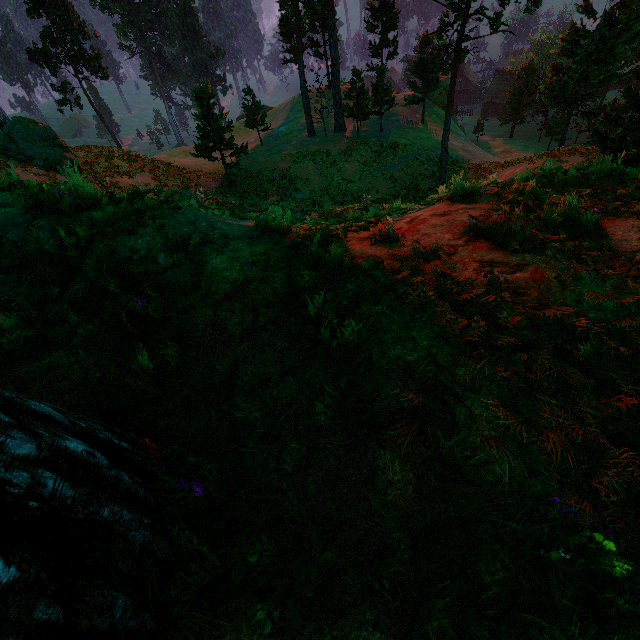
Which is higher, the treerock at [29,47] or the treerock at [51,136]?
the treerock at [29,47]

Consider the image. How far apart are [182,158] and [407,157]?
31.0m

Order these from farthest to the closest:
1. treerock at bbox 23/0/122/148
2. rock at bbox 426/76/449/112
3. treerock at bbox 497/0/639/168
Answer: rock at bbox 426/76/449/112
treerock at bbox 23/0/122/148
treerock at bbox 497/0/639/168

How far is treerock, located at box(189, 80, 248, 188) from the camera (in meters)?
26.84

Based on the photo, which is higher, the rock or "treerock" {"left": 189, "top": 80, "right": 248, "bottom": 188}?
"treerock" {"left": 189, "top": 80, "right": 248, "bottom": 188}

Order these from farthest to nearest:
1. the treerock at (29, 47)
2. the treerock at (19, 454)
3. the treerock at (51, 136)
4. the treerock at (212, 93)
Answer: the treerock at (29, 47), the treerock at (212, 93), the treerock at (51, 136), the treerock at (19, 454)

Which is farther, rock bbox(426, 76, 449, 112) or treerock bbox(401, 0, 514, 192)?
rock bbox(426, 76, 449, 112)
